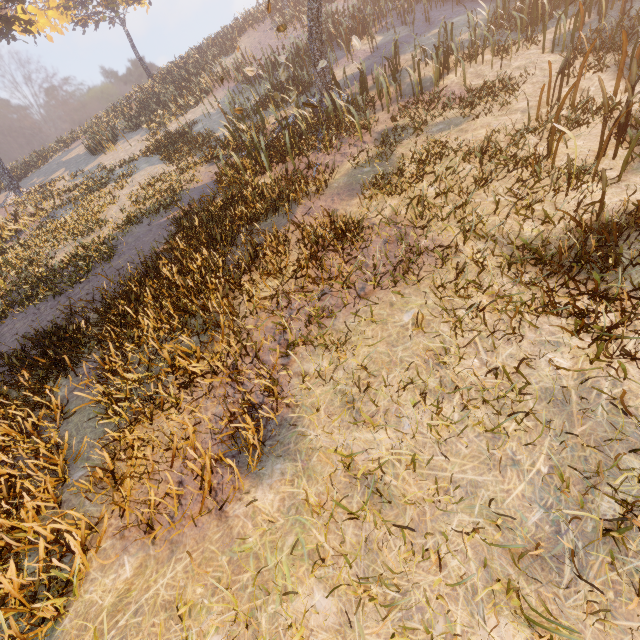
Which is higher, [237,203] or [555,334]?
[237,203]
